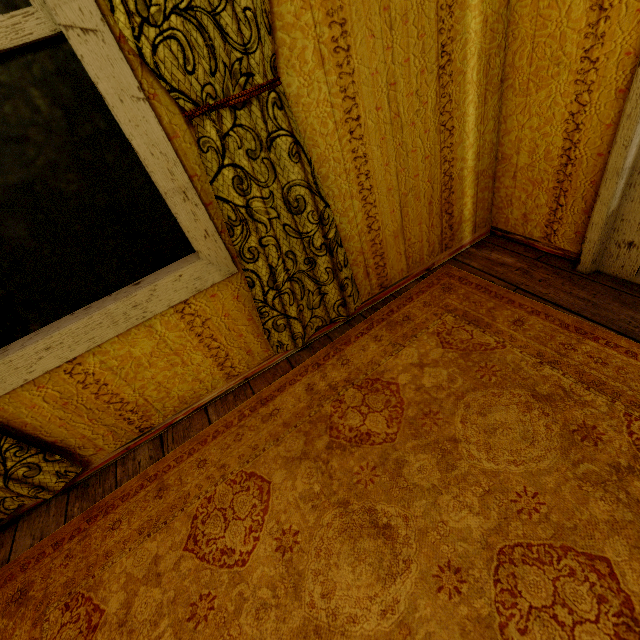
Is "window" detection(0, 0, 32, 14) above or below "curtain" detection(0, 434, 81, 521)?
above

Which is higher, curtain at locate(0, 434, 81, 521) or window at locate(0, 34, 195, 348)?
window at locate(0, 34, 195, 348)

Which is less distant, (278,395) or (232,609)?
(232,609)

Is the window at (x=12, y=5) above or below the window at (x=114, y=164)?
above

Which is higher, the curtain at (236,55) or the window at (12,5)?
the window at (12,5)

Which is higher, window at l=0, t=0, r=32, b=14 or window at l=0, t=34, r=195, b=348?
window at l=0, t=0, r=32, b=14
